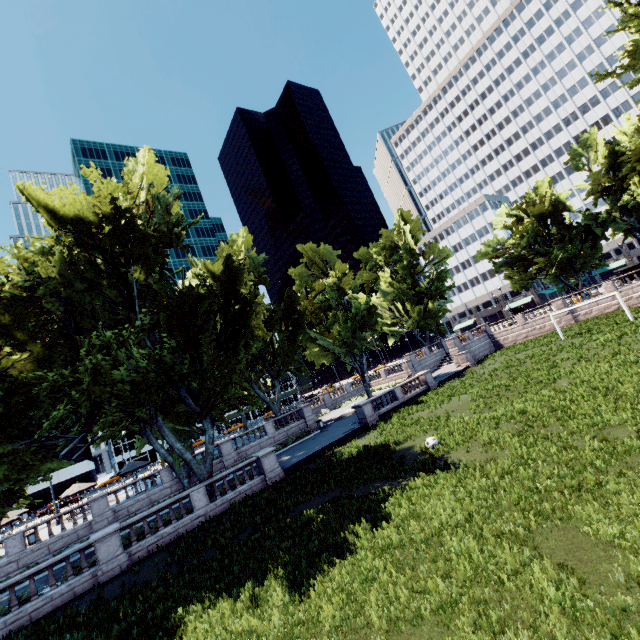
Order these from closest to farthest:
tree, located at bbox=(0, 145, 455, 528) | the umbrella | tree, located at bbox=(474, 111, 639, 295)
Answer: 1. tree, located at bbox=(0, 145, 455, 528)
2. the umbrella
3. tree, located at bbox=(474, 111, 639, 295)

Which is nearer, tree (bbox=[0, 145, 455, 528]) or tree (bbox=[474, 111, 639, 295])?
tree (bbox=[0, 145, 455, 528])

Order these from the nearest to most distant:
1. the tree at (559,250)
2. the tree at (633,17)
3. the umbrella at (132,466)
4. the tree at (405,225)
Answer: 1. the tree at (405,225)
2. the tree at (633,17)
3. the umbrella at (132,466)
4. the tree at (559,250)

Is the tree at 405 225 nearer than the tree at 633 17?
Yes

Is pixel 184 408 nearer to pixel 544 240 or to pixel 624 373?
pixel 624 373

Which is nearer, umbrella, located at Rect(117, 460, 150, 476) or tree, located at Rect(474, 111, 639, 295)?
umbrella, located at Rect(117, 460, 150, 476)
